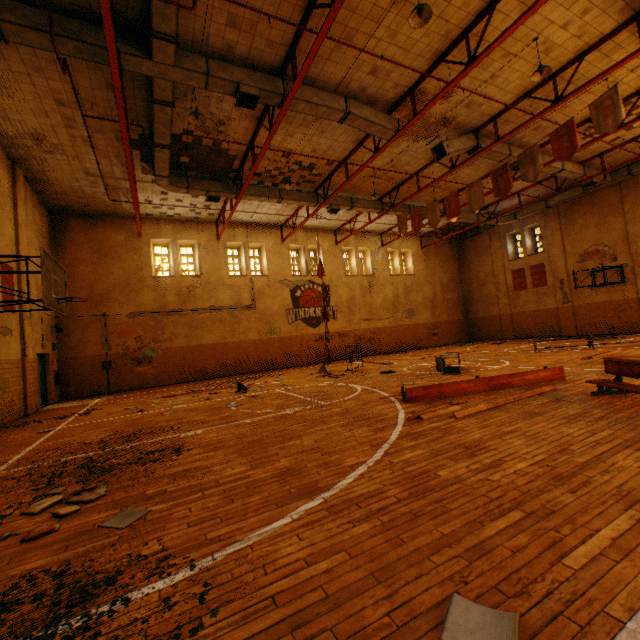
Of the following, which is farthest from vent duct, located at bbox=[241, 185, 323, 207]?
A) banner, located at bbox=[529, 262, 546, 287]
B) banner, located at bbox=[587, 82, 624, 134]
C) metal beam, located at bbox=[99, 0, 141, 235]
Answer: banner, located at bbox=[529, 262, 546, 287]

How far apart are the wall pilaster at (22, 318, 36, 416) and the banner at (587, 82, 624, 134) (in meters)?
18.73

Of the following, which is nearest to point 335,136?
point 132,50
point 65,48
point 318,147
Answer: point 318,147

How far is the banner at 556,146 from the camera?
9.6m

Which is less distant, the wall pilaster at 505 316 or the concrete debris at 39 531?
the concrete debris at 39 531

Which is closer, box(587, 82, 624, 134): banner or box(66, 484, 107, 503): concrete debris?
box(66, 484, 107, 503): concrete debris

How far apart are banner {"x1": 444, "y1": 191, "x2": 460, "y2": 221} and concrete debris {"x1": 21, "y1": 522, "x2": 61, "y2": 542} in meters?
14.7

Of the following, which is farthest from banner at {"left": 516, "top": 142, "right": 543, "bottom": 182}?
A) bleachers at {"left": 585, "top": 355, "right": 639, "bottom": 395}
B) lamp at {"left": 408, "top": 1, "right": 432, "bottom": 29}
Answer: bleachers at {"left": 585, "top": 355, "right": 639, "bottom": 395}
